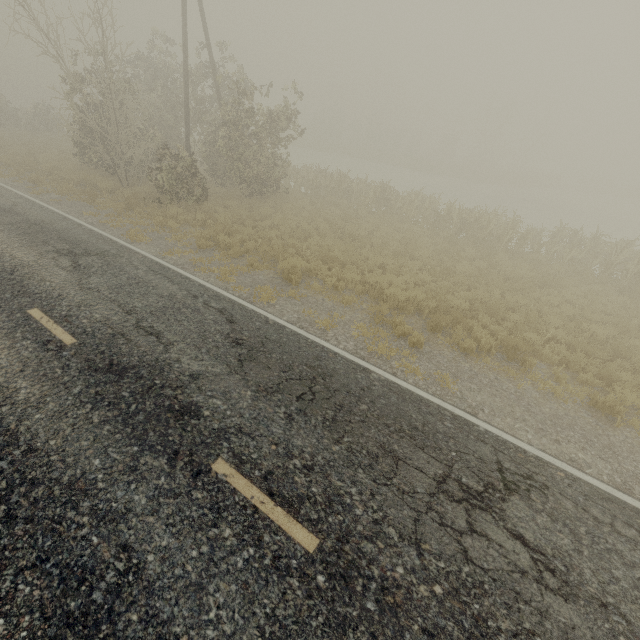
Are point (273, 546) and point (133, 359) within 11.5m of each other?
yes
